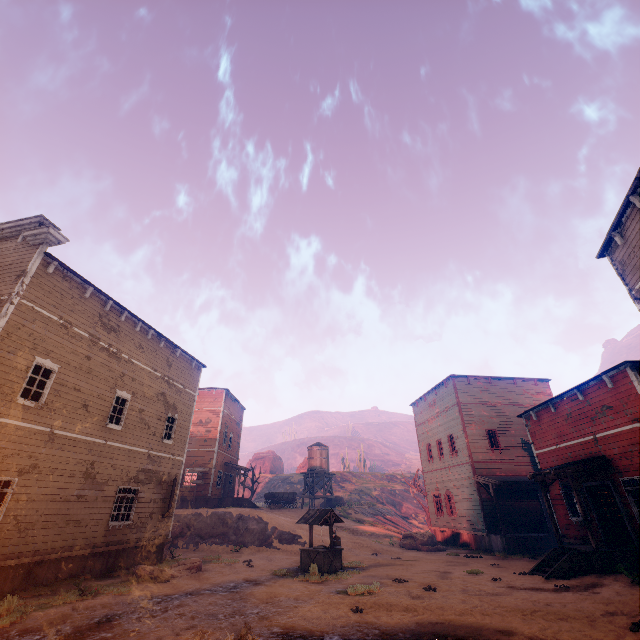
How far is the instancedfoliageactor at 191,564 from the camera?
12.4 meters

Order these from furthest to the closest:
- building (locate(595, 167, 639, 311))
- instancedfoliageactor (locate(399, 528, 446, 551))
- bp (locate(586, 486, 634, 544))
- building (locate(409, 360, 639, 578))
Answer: instancedfoliageactor (locate(399, 528, 446, 551)), bp (locate(586, 486, 634, 544)), building (locate(409, 360, 639, 578)), building (locate(595, 167, 639, 311))

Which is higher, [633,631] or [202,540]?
[202,540]

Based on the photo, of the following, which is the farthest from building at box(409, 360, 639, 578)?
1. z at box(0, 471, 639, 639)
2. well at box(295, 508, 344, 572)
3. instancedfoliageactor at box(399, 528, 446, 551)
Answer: well at box(295, 508, 344, 572)

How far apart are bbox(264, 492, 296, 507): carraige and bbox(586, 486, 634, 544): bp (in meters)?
27.69

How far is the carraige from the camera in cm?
3369

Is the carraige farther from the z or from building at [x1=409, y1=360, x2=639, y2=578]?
the z

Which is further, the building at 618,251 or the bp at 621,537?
the bp at 621,537
